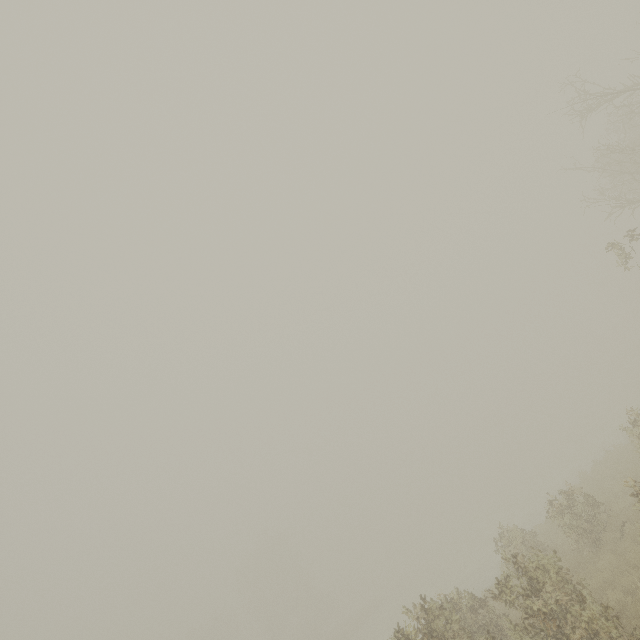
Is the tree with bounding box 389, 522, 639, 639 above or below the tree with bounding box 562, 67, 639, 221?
below

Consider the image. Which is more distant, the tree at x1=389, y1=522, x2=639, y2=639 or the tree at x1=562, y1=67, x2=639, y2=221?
the tree at x1=562, y1=67, x2=639, y2=221

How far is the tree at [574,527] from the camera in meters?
11.0 m

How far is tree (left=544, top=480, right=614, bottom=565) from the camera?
11.00m

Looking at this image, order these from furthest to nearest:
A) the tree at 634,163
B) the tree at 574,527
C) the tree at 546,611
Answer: the tree at 634,163
the tree at 574,527
the tree at 546,611

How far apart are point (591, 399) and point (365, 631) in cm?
5323
